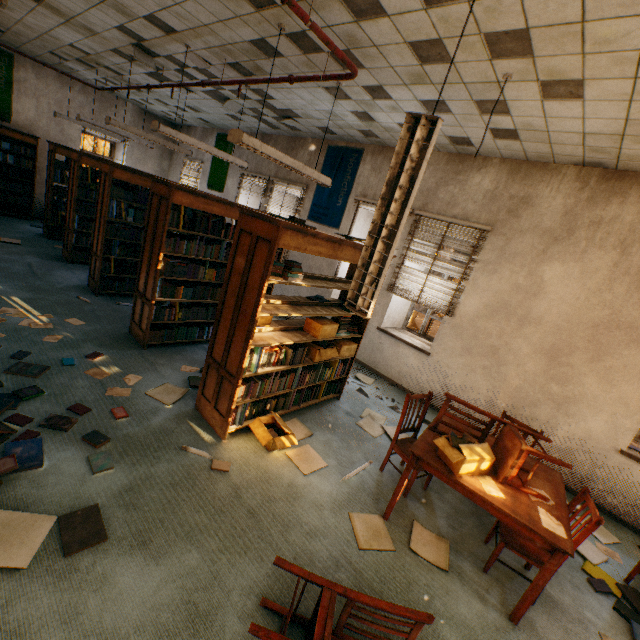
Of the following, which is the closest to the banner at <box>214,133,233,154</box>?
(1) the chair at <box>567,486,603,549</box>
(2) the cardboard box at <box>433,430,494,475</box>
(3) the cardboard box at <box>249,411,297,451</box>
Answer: (3) the cardboard box at <box>249,411,297,451</box>

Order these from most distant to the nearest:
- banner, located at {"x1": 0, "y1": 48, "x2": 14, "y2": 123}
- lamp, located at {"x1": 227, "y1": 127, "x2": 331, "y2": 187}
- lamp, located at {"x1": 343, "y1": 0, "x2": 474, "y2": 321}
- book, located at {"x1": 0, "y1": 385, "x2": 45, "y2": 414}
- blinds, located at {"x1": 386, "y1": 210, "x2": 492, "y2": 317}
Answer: banner, located at {"x1": 0, "y1": 48, "x2": 14, "y2": 123} → blinds, located at {"x1": 386, "y1": 210, "x2": 492, "y2": 317} → lamp, located at {"x1": 227, "y1": 127, "x2": 331, "y2": 187} → book, located at {"x1": 0, "y1": 385, "x2": 45, "y2": 414} → lamp, located at {"x1": 343, "y1": 0, "x2": 474, "y2": 321}

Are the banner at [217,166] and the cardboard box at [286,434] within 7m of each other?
no

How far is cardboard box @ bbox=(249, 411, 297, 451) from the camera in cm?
323

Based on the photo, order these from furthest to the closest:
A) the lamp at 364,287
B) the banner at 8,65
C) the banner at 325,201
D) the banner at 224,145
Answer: the banner at 224,145
the banner at 8,65
the banner at 325,201
the lamp at 364,287

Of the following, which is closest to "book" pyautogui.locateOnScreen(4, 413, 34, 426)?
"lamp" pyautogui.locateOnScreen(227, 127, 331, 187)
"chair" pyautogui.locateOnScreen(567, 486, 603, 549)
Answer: "lamp" pyautogui.locateOnScreen(227, 127, 331, 187)

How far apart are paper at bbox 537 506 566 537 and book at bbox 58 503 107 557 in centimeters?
303cm

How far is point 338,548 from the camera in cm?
251
